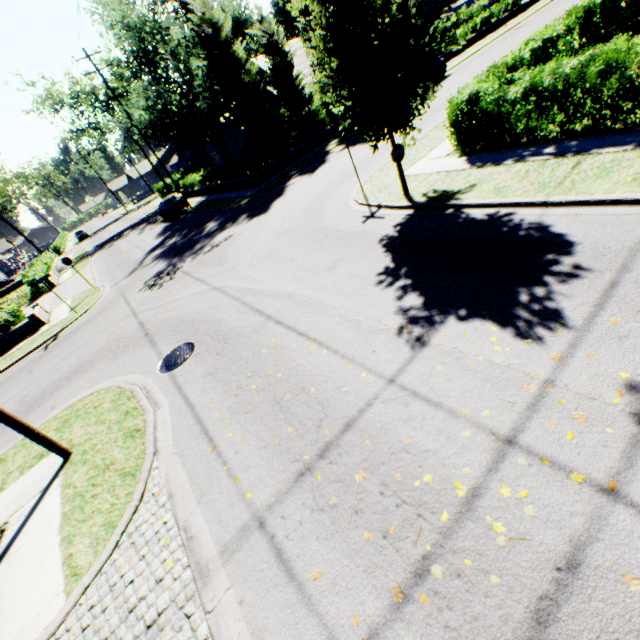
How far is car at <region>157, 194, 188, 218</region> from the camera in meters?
28.9

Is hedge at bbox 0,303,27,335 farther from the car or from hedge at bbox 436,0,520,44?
hedge at bbox 436,0,520,44

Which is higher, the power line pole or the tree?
the tree

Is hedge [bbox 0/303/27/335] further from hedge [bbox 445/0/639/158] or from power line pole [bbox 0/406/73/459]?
hedge [bbox 445/0/639/158]

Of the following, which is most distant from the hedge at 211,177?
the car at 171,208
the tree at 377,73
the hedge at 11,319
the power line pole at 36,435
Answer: the power line pole at 36,435

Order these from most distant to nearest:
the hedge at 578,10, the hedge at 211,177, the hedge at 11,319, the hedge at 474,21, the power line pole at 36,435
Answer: the hedge at 474,21 → the hedge at 211,177 → the hedge at 11,319 → the hedge at 578,10 → the power line pole at 36,435

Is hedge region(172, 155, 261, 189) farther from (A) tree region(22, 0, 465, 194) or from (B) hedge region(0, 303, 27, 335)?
(B) hedge region(0, 303, 27, 335)

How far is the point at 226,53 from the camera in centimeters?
Result: 2106cm
